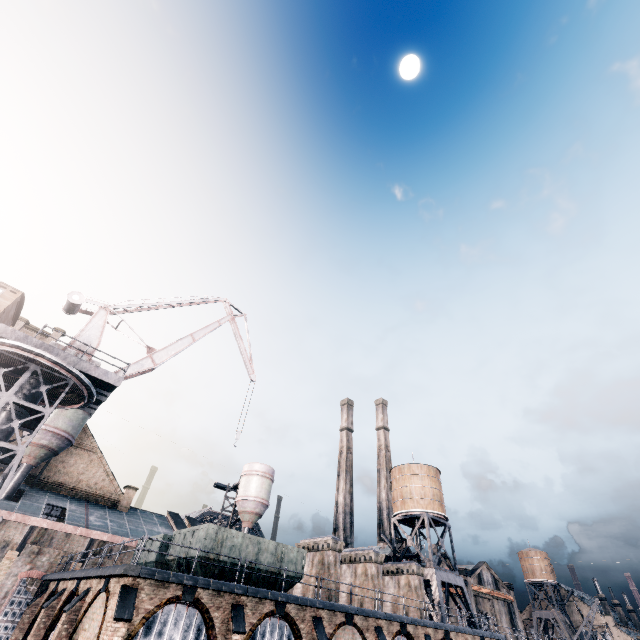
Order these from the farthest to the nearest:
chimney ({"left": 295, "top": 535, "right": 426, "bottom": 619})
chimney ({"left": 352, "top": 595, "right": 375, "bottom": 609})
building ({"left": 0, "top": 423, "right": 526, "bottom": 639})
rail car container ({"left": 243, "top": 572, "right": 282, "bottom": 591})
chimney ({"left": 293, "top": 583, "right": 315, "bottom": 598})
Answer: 1. chimney ({"left": 352, "top": 595, "right": 375, "bottom": 609})
2. chimney ({"left": 295, "top": 535, "right": 426, "bottom": 619})
3. chimney ({"left": 293, "top": 583, "right": 315, "bottom": 598})
4. rail car container ({"left": 243, "top": 572, "right": 282, "bottom": 591})
5. building ({"left": 0, "top": 423, "right": 526, "bottom": 639})

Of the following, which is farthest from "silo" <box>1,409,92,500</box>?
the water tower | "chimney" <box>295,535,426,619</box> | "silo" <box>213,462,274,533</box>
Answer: the water tower

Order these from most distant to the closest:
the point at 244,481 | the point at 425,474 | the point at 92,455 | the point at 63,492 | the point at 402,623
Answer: the point at 244,481 < the point at 425,474 < the point at 92,455 < the point at 63,492 < the point at 402,623

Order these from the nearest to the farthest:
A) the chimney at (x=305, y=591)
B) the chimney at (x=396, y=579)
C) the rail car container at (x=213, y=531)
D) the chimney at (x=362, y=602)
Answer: the rail car container at (x=213, y=531) → the chimney at (x=305, y=591) → the chimney at (x=396, y=579) → the chimney at (x=362, y=602)

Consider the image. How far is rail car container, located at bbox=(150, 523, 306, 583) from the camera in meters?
19.5

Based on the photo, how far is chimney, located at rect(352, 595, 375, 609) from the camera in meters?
27.6 m

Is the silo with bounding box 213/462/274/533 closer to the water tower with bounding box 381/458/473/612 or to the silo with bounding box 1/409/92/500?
the water tower with bounding box 381/458/473/612

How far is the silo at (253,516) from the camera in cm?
4538
